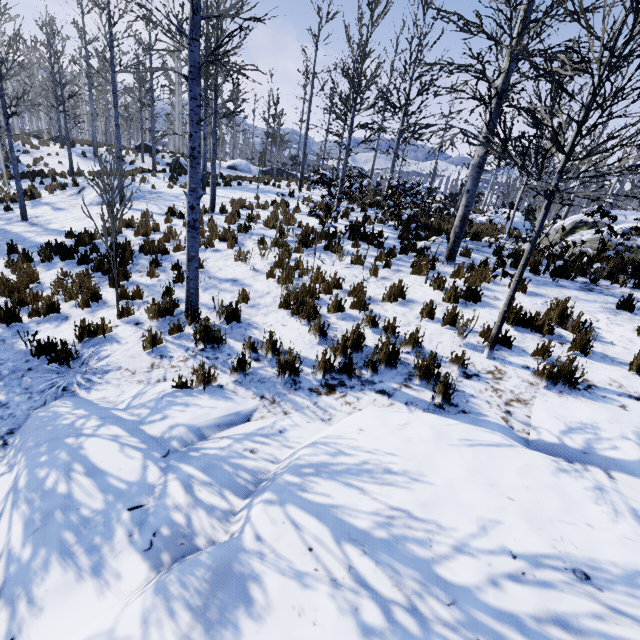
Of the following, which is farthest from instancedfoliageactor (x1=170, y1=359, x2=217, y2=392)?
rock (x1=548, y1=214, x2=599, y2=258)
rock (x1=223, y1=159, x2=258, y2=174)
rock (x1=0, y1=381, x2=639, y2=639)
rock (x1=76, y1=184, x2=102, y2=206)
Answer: rock (x1=223, y1=159, x2=258, y2=174)

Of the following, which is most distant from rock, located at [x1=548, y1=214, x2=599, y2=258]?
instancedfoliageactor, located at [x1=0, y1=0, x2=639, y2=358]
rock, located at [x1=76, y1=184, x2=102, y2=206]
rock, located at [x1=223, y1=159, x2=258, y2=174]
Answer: rock, located at [x1=223, y1=159, x2=258, y2=174]

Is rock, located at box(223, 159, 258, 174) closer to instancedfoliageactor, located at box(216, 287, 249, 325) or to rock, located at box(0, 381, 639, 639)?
instancedfoliageactor, located at box(216, 287, 249, 325)

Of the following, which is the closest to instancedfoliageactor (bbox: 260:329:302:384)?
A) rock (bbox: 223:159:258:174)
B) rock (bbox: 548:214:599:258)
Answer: rock (bbox: 548:214:599:258)

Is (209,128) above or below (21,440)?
above

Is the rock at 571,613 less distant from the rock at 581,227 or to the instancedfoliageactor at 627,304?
the instancedfoliageactor at 627,304

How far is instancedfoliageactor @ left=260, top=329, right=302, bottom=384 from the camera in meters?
4.2 m

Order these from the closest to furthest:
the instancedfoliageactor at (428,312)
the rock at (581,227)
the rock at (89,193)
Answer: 1. the instancedfoliageactor at (428,312)
2. the rock at (581,227)
3. the rock at (89,193)
